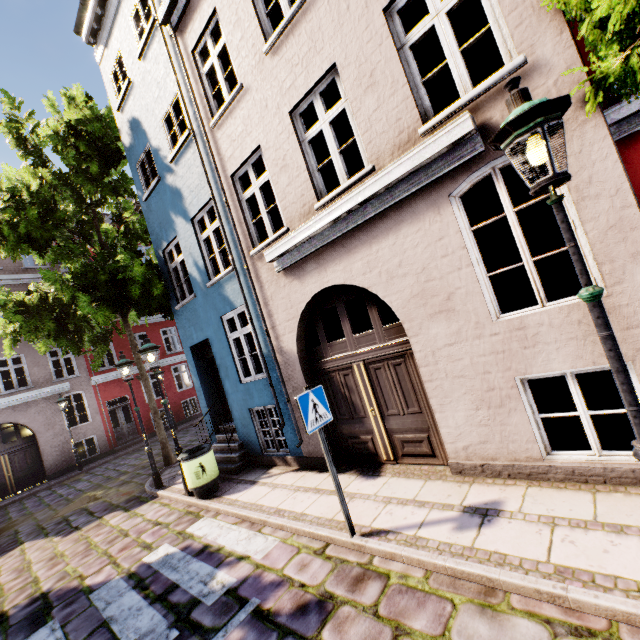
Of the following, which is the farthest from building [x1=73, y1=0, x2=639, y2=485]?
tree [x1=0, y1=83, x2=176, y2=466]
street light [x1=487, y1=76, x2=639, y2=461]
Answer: street light [x1=487, y1=76, x2=639, y2=461]

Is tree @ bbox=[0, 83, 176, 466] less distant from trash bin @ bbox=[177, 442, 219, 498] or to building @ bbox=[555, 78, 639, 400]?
building @ bbox=[555, 78, 639, 400]

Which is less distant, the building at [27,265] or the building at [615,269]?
the building at [615,269]

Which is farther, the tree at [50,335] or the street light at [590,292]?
the tree at [50,335]

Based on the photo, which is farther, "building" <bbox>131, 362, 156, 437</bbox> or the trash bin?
"building" <bbox>131, 362, 156, 437</bbox>

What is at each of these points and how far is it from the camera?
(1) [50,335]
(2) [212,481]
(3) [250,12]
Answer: (1) tree, 10.3 meters
(2) trash bin, 7.0 meters
(3) building, 5.8 meters
